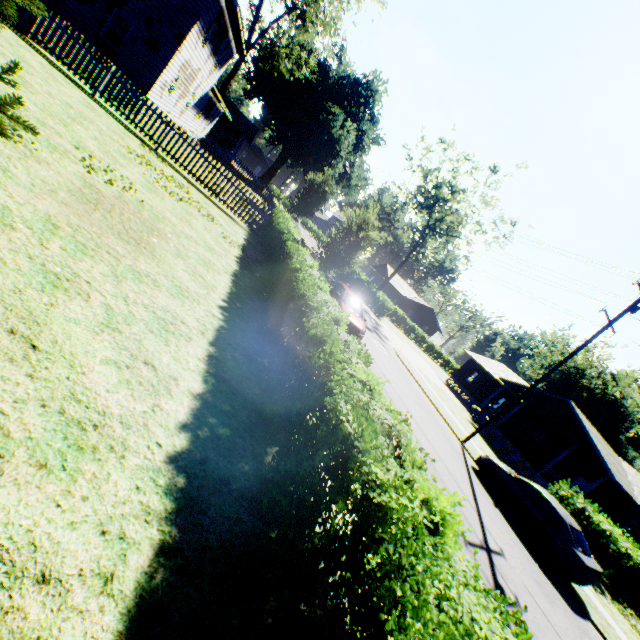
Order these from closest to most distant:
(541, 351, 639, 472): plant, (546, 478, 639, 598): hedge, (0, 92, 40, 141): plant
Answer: (0, 92, 40, 141): plant, (546, 478, 639, 598): hedge, (541, 351, 639, 472): plant

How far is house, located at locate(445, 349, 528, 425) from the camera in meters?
30.1 m

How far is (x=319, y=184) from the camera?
32.6m

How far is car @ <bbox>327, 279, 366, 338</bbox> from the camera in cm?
1430

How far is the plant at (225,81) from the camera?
36.9 meters

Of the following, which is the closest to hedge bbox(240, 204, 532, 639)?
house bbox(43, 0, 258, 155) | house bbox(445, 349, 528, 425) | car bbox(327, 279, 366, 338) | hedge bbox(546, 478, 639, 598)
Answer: car bbox(327, 279, 366, 338)

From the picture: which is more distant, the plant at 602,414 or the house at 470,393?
the plant at 602,414

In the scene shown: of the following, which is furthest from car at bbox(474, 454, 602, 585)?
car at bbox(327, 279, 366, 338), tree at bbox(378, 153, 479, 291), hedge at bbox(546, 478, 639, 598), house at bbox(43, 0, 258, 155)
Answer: tree at bbox(378, 153, 479, 291)
